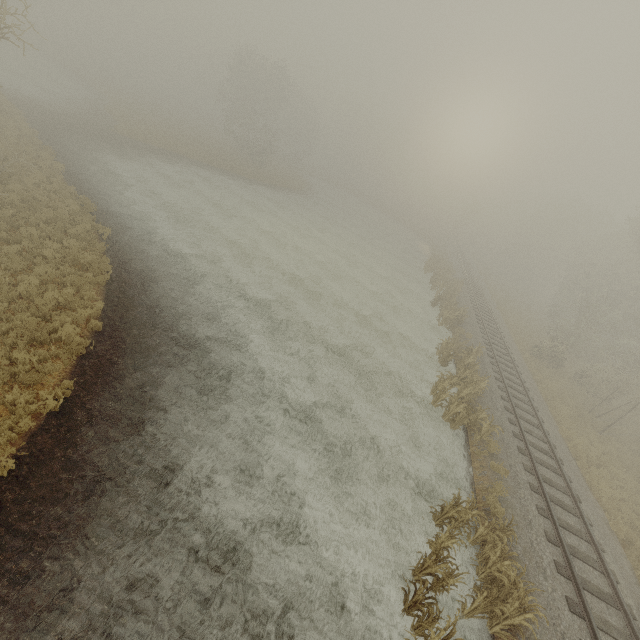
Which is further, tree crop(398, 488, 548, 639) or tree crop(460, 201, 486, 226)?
tree crop(460, 201, 486, 226)

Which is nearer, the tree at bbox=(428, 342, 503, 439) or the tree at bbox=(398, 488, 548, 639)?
the tree at bbox=(398, 488, 548, 639)

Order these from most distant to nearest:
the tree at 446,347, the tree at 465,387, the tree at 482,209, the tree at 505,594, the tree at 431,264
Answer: the tree at 482,209 < the tree at 431,264 < the tree at 446,347 < the tree at 465,387 < the tree at 505,594

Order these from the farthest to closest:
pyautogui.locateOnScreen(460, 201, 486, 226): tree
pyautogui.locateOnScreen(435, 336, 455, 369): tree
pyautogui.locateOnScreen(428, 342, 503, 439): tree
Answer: pyautogui.locateOnScreen(460, 201, 486, 226): tree < pyautogui.locateOnScreen(435, 336, 455, 369): tree < pyautogui.locateOnScreen(428, 342, 503, 439): tree

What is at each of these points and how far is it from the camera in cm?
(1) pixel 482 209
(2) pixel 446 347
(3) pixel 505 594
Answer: (1) tree, 4669
(2) tree, 2000
(3) tree, 818

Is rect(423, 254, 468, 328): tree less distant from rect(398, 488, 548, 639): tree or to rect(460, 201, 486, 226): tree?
rect(460, 201, 486, 226): tree

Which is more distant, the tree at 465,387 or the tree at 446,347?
the tree at 446,347

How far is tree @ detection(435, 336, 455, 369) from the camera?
19.0 meters
